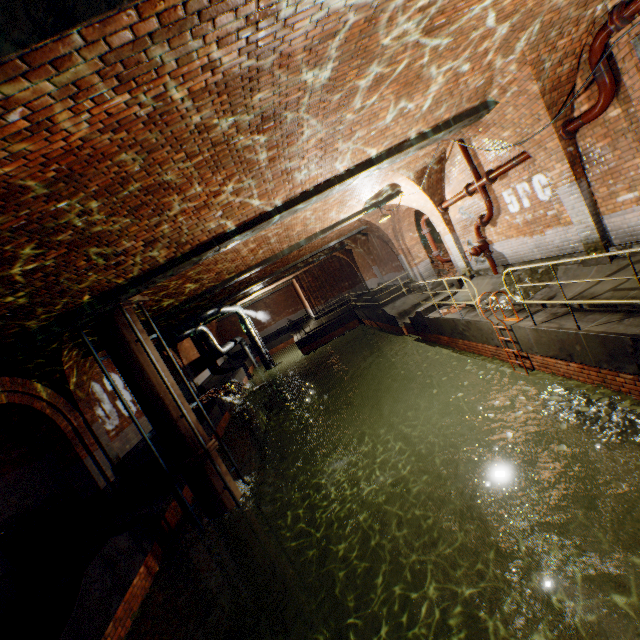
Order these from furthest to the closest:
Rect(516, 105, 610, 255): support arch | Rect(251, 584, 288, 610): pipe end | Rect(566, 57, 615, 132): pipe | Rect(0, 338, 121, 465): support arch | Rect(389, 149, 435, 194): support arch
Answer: Rect(389, 149, 435, 194): support arch → Rect(0, 338, 121, 465): support arch → Rect(251, 584, 288, 610): pipe end → Rect(516, 105, 610, 255): support arch → Rect(566, 57, 615, 132): pipe

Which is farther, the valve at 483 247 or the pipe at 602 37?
the valve at 483 247

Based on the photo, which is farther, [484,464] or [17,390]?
[484,464]

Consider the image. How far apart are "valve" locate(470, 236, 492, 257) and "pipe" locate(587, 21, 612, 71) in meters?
4.0 m

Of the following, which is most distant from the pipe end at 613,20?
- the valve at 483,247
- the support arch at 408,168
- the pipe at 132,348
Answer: the pipe at 132,348

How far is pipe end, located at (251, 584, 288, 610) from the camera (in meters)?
8.24

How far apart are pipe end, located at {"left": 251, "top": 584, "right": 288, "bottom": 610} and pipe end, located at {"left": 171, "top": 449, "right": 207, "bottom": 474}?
4.0 meters

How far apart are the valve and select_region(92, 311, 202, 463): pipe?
9.41m
